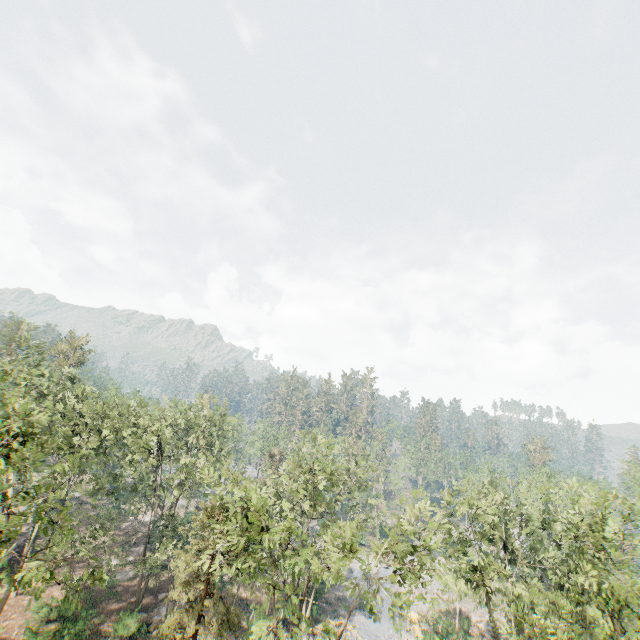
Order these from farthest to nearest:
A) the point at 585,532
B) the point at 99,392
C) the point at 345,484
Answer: the point at 99,392
the point at 345,484
the point at 585,532
